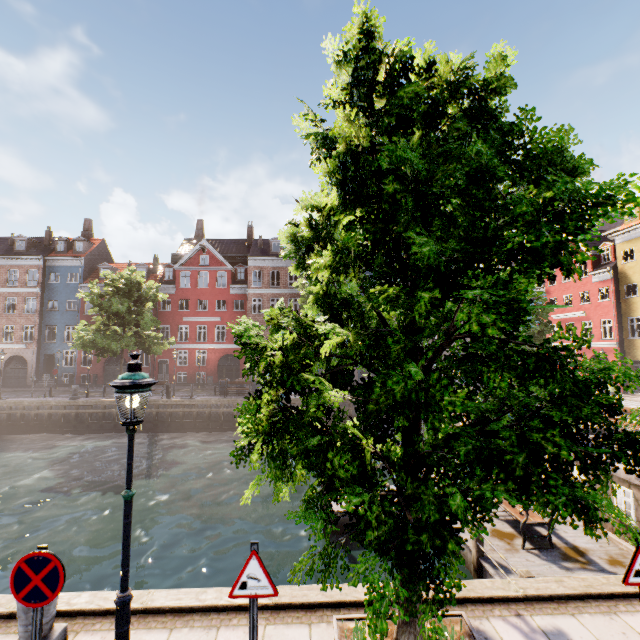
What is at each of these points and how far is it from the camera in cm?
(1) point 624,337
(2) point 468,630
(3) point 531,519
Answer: (1) building, 2748
(2) tree planter, 459
(3) bench, 918

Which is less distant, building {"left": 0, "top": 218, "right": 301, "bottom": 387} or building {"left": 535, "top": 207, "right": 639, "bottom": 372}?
building {"left": 535, "top": 207, "right": 639, "bottom": 372}

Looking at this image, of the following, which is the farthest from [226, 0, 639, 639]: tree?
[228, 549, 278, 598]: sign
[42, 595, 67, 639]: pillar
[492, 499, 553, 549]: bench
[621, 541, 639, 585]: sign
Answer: [492, 499, 553, 549]: bench

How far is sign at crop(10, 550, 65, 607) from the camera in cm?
330

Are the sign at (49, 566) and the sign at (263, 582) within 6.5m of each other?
yes

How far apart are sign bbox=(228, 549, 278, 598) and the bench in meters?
8.6 m

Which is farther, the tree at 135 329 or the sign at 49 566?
the tree at 135 329

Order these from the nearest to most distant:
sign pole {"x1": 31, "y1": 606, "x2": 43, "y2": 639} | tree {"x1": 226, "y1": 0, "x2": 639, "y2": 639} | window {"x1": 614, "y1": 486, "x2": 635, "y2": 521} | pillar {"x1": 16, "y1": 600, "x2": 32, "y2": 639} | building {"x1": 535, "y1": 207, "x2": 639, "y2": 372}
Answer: tree {"x1": 226, "y1": 0, "x2": 639, "y2": 639}
sign pole {"x1": 31, "y1": 606, "x2": 43, "y2": 639}
pillar {"x1": 16, "y1": 600, "x2": 32, "y2": 639}
window {"x1": 614, "y1": 486, "x2": 635, "y2": 521}
building {"x1": 535, "y1": 207, "x2": 639, "y2": 372}
